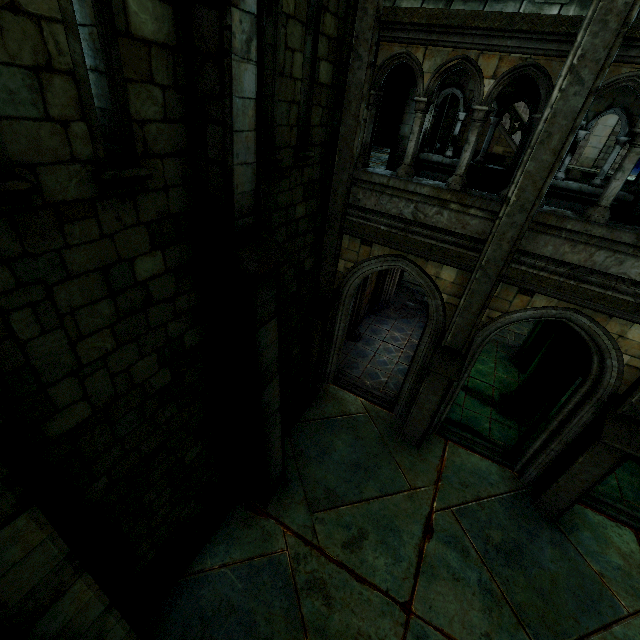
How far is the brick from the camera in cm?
841

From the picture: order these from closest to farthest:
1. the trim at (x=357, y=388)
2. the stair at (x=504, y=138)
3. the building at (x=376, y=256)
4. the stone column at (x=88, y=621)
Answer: the stone column at (x=88, y=621)
the building at (x=376, y=256)
the trim at (x=357, y=388)
the stair at (x=504, y=138)

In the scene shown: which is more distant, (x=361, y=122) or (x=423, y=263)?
(x=423, y=263)

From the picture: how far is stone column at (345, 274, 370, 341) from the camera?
10.8m

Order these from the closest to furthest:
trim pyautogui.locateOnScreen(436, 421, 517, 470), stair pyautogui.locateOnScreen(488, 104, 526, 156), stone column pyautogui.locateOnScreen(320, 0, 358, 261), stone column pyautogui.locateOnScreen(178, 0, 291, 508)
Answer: stone column pyautogui.locateOnScreen(178, 0, 291, 508)
stone column pyautogui.locateOnScreen(320, 0, 358, 261)
trim pyautogui.locateOnScreen(436, 421, 517, 470)
stair pyautogui.locateOnScreen(488, 104, 526, 156)

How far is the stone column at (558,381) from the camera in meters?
7.3

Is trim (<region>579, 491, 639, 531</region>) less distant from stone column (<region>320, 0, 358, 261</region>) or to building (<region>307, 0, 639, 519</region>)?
building (<region>307, 0, 639, 519</region>)

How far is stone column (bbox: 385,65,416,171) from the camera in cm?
989
